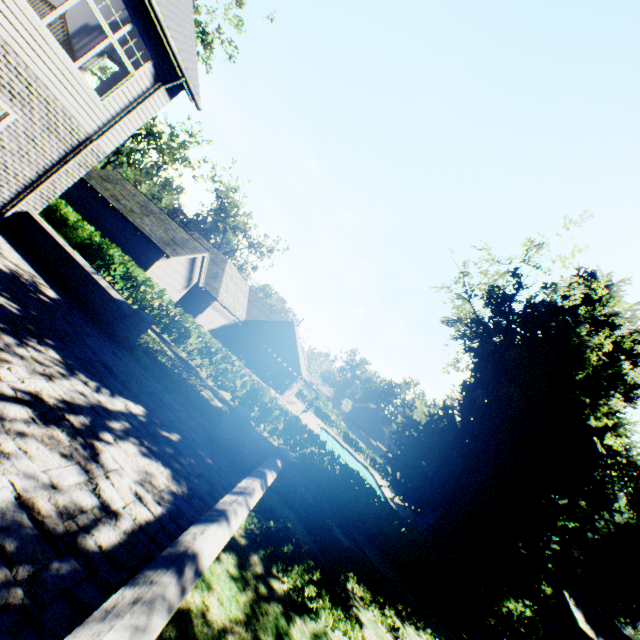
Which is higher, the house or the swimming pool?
the house

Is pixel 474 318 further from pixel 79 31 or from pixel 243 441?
pixel 79 31

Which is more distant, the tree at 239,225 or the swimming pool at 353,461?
the tree at 239,225

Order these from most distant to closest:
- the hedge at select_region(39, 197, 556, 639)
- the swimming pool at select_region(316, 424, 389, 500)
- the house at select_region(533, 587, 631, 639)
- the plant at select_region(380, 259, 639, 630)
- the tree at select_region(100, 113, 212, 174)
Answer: the swimming pool at select_region(316, 424, 389, 500) < the tree at select_region(100, 113, 212, 174) < the house at select_region(533, 587, 631, 639) < the plant at select_region(380, 259, 639, 630) < the hedge at select_region(39, 197, 556, 639)

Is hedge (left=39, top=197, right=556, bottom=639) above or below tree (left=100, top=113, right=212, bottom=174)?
below

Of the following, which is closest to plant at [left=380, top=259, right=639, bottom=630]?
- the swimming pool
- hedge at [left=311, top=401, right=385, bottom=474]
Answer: hedge at [left=311, top=401, right=385, bottom=474]

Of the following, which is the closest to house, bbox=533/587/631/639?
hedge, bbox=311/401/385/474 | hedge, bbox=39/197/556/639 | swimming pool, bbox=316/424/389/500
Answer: hedge, bbox=311/401/385/474

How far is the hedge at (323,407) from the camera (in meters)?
53.84
